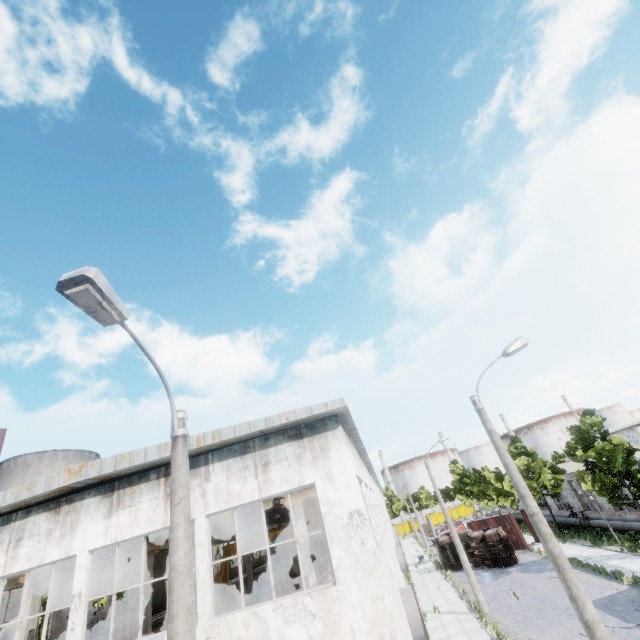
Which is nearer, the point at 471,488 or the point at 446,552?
the point at 446,552

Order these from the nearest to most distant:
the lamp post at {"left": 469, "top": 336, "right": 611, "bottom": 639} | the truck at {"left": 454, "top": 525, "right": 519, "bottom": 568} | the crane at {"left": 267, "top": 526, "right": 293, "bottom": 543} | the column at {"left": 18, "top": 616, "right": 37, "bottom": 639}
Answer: the lamp post at {"left": 469, "top": 336, "right": 611, "bottom": 639} < the column at {"left": 18, "top": 616, "right": 37, "bottom": 639} < the crane at {"left": 267, "top": 526, "right": 293, "bottom": 543} < the truck at {"left": 454, "top": 525, "right": 519, "bottom": 568}

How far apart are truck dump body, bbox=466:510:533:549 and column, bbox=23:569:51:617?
37.91m

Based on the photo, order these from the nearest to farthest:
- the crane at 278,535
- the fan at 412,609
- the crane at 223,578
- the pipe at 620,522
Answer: the fan at 412,609 → the pipe at 620,522 → the crane at 223,578 → the crane at 278,535

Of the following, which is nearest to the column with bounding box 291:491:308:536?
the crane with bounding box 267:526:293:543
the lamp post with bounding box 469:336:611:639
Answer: the lamp post with bounding box 469:336:611:639

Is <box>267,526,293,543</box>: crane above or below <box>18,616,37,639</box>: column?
above

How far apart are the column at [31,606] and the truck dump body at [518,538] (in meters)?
37.91

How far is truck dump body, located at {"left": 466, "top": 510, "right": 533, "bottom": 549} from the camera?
32.50m
